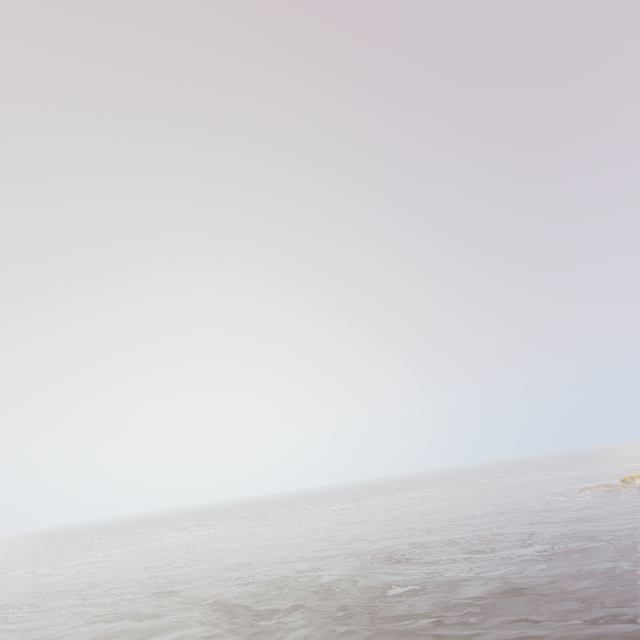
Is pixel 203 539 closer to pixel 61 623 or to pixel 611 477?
pixel 61 623
